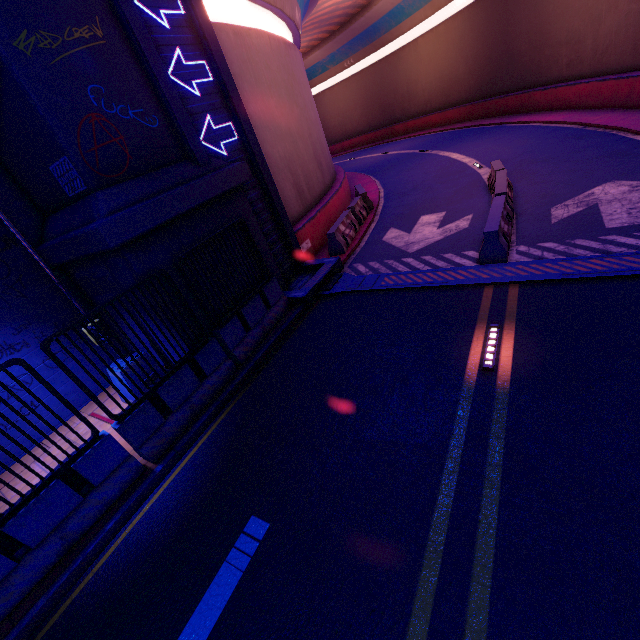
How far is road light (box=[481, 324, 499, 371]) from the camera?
5.31m

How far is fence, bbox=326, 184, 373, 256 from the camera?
11.59m

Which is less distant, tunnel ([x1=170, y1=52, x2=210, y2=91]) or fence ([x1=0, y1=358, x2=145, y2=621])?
fence ([x1=0, y1=358, x2=145, y2=621])

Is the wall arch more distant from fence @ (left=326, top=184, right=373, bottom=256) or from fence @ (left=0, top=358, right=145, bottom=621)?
fence @ (left=326, top=184, right=373, bottom=256)

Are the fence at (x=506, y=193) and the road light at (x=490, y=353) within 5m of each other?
yes

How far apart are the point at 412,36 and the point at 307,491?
40.2 meters

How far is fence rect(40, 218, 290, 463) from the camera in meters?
5.5 m

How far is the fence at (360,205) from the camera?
11.6 meters
